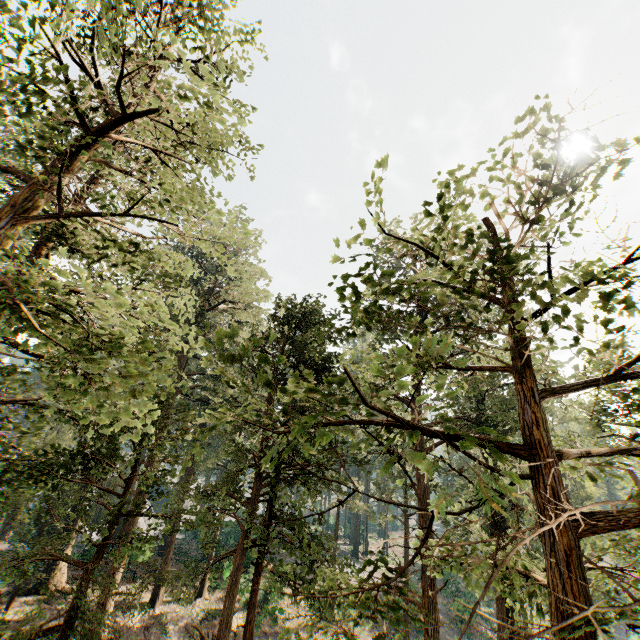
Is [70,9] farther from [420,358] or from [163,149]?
[420,358]
